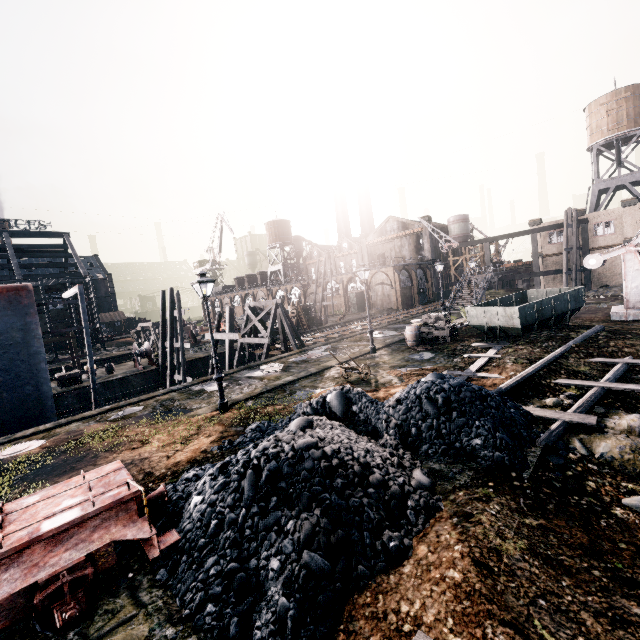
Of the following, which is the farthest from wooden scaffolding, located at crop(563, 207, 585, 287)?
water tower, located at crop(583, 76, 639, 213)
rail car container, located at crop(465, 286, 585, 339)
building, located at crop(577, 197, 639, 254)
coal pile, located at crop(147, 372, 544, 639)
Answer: coal pile, located at crop(147, 372, 544, 639)

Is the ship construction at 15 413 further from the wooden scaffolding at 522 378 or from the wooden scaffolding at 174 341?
the wooden scaffolding at 522 378

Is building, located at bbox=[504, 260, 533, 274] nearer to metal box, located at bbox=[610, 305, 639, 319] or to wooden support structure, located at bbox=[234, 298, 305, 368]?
metal box, located at bbox=[610, 305, 639, 319]

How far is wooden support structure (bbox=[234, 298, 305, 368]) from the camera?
28.7m

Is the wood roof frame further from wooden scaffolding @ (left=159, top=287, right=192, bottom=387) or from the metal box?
the metal box

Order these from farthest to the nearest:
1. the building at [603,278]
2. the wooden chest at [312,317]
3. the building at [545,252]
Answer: the wooden chest at [312,317], the building at [545,252], the building at [603,278]

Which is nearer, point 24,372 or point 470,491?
point 470,491

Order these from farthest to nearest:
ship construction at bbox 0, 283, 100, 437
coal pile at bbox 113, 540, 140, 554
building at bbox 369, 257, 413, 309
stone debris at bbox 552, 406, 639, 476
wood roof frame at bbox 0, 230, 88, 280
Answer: building at bbox 369, 257, 413, 309 < wood roof frame at bbox 0, 230, 88, 280 < ship construction at bbox 0, 283, 100, 437 < stone debris at bbox 552, 406, 639, 476 < coal pile at bbox 113, 540, 140, 554
